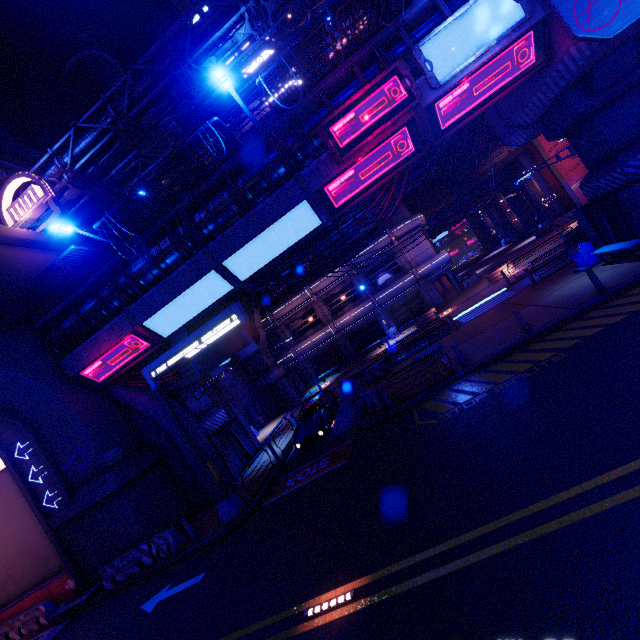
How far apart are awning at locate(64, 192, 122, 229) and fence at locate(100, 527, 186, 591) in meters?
24.1

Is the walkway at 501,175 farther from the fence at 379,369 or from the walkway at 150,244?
the fence at 379,369

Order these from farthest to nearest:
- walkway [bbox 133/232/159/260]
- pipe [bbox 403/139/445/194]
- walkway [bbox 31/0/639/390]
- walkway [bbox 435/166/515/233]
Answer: walkway [bbox 435/166/515/233], pipe [bbox 403/139/445/194], walkway [bbox 133/232/159/260], walkway [bbox 31/0/639/390]

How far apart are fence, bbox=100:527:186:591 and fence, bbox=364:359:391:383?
13.44m

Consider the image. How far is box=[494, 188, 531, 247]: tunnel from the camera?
44.62m

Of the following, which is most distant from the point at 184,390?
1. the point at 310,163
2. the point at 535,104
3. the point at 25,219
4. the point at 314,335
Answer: the point at 535,104

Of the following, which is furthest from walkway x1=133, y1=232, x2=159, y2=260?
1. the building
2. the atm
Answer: the building

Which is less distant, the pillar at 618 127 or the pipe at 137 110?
the pillar at 618 127
